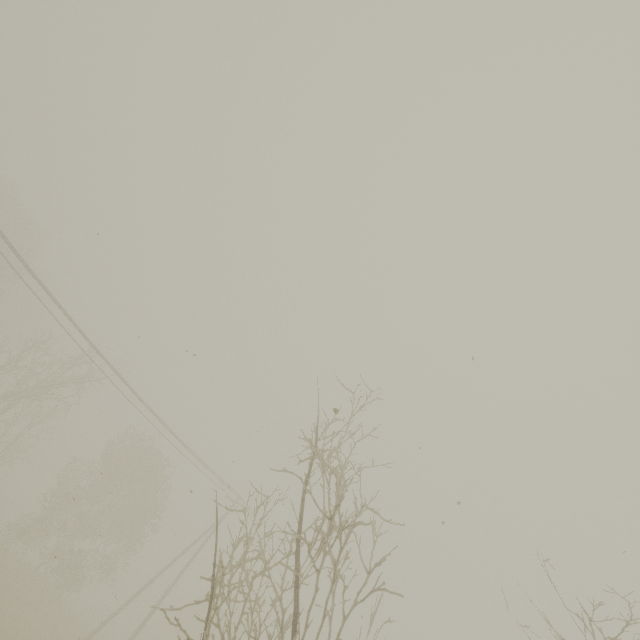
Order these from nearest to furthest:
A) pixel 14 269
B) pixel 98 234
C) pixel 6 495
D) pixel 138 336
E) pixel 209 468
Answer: pixel 98 234 → pixel 138 336 → pixel 14 269 → pixel 209 468 → pixel 6 495
